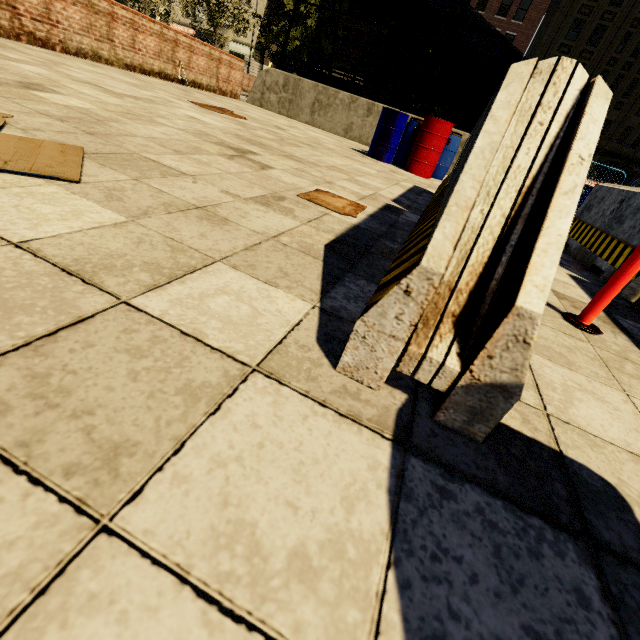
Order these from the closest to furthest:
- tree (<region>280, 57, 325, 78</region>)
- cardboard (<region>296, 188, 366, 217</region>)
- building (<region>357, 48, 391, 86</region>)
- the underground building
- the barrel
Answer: cardboard (<region>296, 188, 366, 217</region>) → the barrel → the underground building → tree (<region>280, 57, 325, 78</region>) → building (<region>357, 48, 391, 86</region>)

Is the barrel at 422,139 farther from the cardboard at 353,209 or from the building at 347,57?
the building at 347,57

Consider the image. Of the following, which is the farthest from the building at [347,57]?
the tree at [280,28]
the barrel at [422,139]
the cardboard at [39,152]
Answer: the cardboard at [39,152]

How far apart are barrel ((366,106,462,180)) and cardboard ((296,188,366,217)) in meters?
5.3 m

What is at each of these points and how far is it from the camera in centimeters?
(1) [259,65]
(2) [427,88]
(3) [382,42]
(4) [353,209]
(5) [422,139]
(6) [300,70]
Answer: (1) building, 4394cm
(2) building, 3766cm
(3) building, 3731cm
(4) cardboard, 253cm
(5) barrel, 691cm
(6) tree, 1703cm

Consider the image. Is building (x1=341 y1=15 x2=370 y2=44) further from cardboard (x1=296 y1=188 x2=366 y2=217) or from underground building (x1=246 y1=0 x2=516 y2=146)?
cardboard (x1=296 y1=188 x2=366 y2=217)

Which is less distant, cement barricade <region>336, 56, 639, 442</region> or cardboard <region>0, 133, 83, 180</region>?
cement barricade <region>336, 56, 639, 442</region>

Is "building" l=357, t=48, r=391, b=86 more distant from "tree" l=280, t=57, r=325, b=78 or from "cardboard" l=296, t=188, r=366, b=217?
"cardboard" l=296, t=188, r=366, b=217
